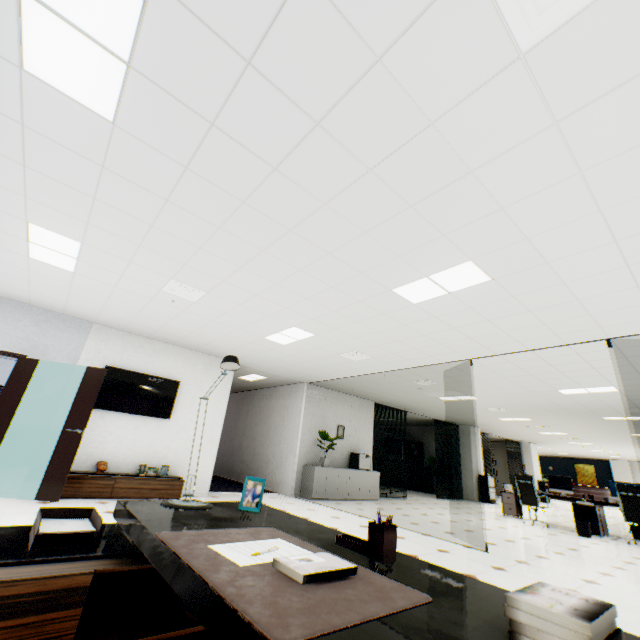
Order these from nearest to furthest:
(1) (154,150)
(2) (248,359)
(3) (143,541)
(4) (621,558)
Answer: (3) (143,541) < (1) (154,150) < (4) (621,558) < (2) (248,359)

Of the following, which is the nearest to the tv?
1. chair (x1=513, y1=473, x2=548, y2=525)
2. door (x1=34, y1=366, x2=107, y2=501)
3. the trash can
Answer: door (x1=34, y1=366, x2=107, y2=501)

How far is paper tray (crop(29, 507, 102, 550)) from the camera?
1.4 meters

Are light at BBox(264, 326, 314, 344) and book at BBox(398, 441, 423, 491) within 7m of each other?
no

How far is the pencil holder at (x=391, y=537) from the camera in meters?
1.1 m

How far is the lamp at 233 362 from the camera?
1.8 meters

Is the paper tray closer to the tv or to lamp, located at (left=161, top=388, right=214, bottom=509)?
lamp, located at (left=161, top=388, right=214, bottom=509)

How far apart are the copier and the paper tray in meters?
15.3
